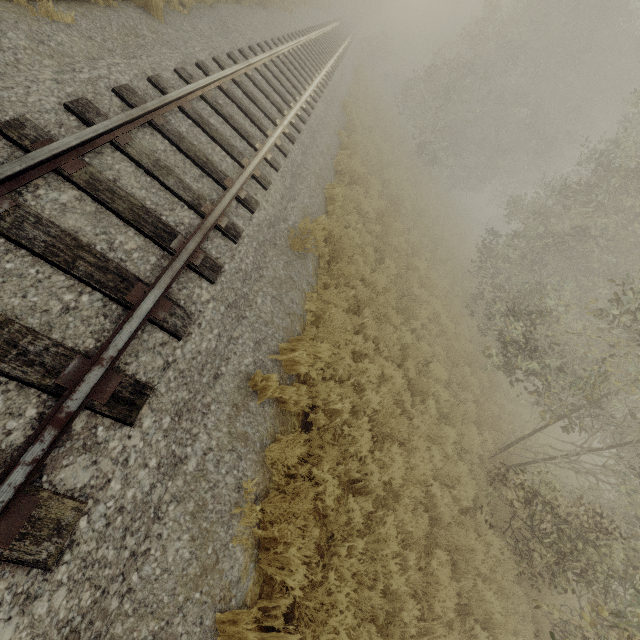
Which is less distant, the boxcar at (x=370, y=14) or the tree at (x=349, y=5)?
the tree at (x=349, y=5)

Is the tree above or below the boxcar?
below

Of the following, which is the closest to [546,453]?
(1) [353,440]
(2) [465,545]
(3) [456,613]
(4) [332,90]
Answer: (2) [465,545]

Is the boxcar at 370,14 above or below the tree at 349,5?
above

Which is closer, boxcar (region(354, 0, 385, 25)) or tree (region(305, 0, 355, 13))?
tree (region(305, 0, 355, 13))
